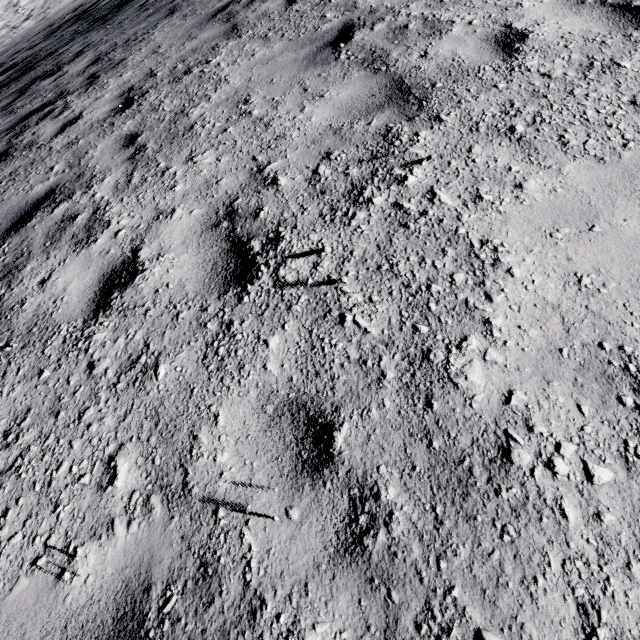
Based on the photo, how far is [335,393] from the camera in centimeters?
166cm
